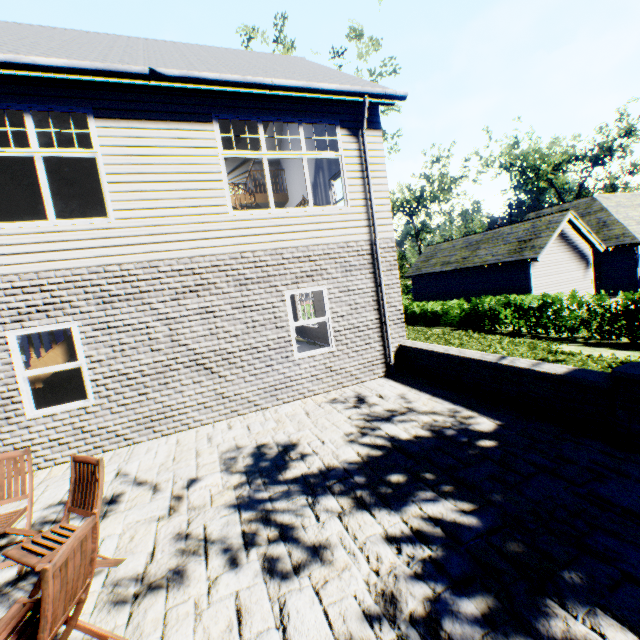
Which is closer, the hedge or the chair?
the chair

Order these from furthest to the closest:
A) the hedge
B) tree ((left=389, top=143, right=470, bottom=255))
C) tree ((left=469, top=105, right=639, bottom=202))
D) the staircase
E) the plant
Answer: tree ((left=469, top=105, right=639, bottom=202)) → tree ((left=389, top=143, right=470, bottom=255)) → the hedge → the plant → the staircase

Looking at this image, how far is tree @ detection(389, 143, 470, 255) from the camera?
31.8 meters

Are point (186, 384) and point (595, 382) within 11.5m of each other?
yes

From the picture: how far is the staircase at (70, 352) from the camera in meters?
5.8

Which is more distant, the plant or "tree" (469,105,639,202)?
"tree" (469,105,639,202)

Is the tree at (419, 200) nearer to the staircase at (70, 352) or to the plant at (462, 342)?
the plant at (462, 342)
